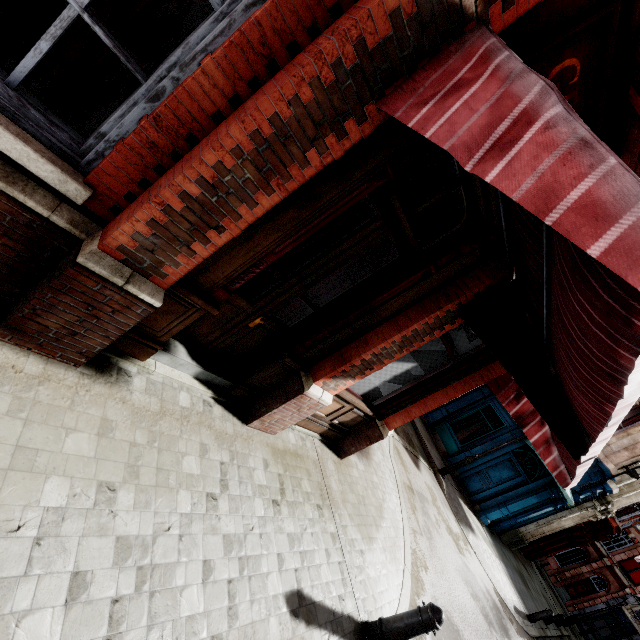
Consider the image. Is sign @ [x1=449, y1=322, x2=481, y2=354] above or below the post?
above

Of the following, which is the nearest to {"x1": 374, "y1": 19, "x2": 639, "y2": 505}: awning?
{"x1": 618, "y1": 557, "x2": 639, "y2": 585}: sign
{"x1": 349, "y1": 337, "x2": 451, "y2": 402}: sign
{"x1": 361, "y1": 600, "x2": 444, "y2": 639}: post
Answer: {"x1": 349, "y1": 337, "x2": 451, "y2": 402}: sign

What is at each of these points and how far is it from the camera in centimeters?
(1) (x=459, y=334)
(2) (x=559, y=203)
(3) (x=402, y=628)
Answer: (1) sign, 468cm
(2) awning, 96cm
(3) post, 365cm

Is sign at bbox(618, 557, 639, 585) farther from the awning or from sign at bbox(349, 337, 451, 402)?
sign at bbox(349, 337, 451, 402)

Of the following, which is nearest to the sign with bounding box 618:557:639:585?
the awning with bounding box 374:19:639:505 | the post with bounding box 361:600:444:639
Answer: the awning with bounding box 374:19:639:505

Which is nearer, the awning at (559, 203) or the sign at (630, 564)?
the awning at (559, 203)

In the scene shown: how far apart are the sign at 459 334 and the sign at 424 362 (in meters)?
0.17
